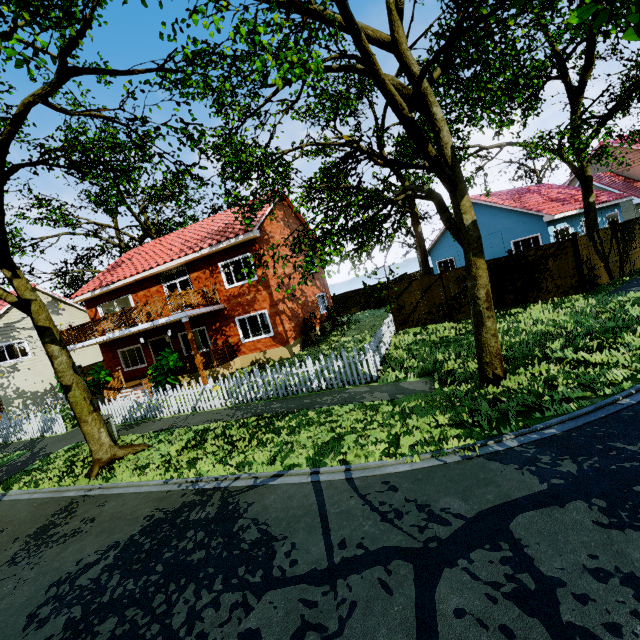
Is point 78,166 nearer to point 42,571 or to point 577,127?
point 42,571

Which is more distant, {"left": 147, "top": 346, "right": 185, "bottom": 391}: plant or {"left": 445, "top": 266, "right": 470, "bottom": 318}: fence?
{"left": 445, "top": 266, "right": 470, "bottom": 318}: fence

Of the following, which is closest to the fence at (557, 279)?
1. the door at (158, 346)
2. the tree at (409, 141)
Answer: the tree at (409, 141)

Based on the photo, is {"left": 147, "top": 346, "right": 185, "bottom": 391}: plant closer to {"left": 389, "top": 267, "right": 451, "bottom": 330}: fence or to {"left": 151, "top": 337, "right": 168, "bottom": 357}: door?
{"left": 389, "top": 267, "right": 451, "bottom": 330}: fence

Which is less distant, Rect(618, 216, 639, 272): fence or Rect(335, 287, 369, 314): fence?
Rect(618, 216, 639, 272): fence

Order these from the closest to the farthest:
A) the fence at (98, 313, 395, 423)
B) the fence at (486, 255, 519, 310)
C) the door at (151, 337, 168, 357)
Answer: the fence at (98, 313, 395, 423) < the fence at (486, 255, 519, 310) < the door at (151, 337, 168, 357)

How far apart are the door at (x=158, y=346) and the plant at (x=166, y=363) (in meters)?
4.19

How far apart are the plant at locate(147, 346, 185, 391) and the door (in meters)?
4.19
